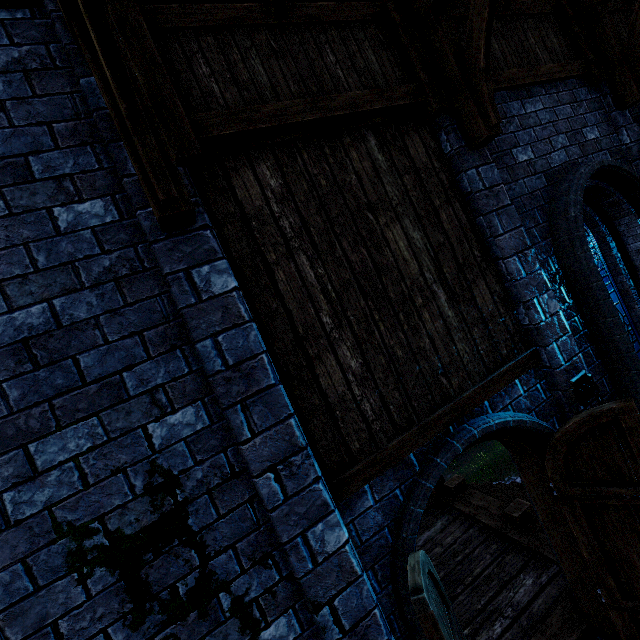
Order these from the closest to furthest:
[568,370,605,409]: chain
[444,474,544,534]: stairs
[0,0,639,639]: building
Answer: [0,0,639,639]: building → [568,370,605,409]: chain → [444,474,544,534]: stairs

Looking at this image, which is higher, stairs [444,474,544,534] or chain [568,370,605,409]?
chain [568,370,605,409]

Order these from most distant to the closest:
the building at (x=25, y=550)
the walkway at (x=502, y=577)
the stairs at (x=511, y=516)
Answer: the stairs at (x=511, y=516) < the walkway at (x=502, y=577) < the building at (x=25, y=550)

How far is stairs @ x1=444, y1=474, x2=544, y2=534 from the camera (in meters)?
5.02

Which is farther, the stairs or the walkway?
the stairs

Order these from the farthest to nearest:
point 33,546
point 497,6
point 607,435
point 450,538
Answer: point 450,538 < point 497,6 < point 607,435 < point 33,546

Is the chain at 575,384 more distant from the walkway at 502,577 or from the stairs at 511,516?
the stairs at 511,516

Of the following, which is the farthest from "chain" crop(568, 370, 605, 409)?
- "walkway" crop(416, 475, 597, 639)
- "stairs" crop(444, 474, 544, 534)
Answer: "stairs" crop(444, 474, 544, 534)
